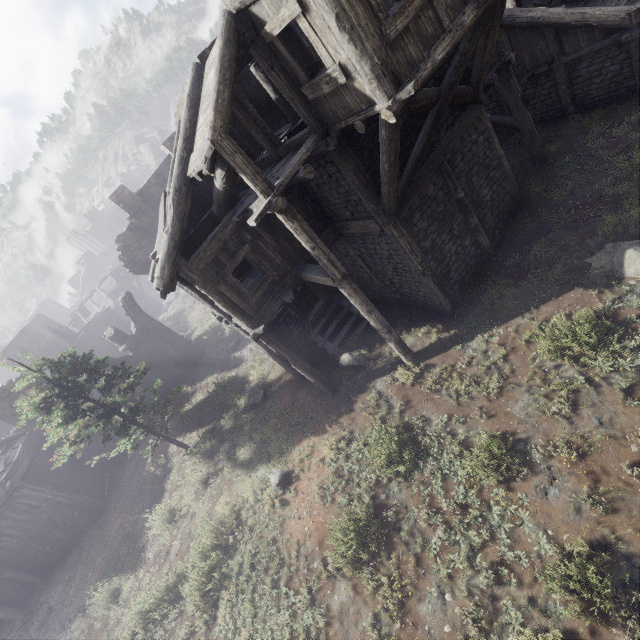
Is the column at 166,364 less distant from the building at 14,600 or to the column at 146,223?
the building at 14,600

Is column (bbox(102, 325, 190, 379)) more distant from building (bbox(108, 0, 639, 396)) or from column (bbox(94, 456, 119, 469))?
column (bbox(94, 456, 119, 469))

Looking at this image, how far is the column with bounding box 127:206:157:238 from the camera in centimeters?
2117cm

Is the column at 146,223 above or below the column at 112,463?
above

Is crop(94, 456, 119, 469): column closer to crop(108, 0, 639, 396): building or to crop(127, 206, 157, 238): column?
crop(108, 0, 639, 396): building

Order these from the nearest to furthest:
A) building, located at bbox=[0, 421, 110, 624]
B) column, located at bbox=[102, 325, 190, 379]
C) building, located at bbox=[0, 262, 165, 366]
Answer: building, located at bbox=[0, 421, 110, 624], column, located at bbox=[102, 325, 190, 379], building, located at bbox=[0, 262, 165, 366]

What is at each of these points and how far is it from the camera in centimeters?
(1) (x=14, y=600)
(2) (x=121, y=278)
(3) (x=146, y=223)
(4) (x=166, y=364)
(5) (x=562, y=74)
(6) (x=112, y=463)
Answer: (1) building, 1861cm
(2) building, 5091cm
(3) column, 2166cm
(4) column, 2372cm
(5) building, 1303cm
(6) column, 2216cm

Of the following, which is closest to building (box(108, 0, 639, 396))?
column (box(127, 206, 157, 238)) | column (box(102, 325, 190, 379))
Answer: column (box(127, 206, 157, 238))
